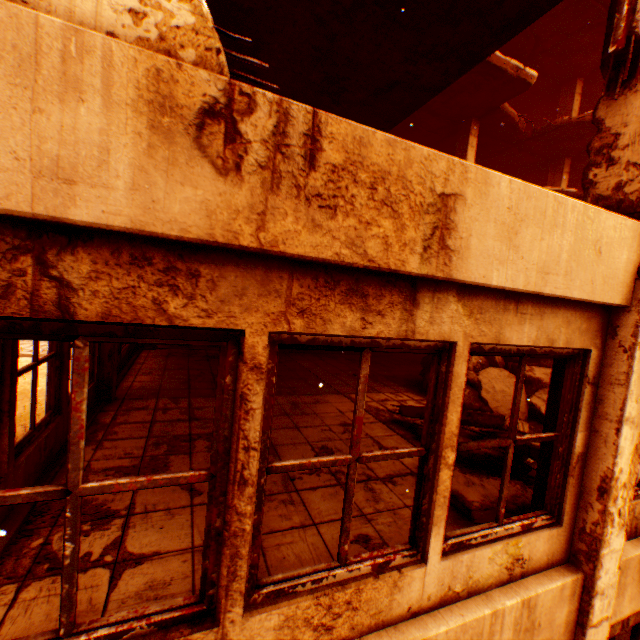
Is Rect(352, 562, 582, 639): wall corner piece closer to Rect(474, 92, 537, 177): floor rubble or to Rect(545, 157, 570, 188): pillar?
Rect(474, 92, 537, 177): floor rubble

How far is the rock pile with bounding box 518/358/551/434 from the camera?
6.2m

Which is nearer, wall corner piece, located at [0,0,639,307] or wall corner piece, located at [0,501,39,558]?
wall corner piece, located at [0,0,639,307]

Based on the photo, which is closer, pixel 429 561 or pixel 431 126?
pixel 429 561

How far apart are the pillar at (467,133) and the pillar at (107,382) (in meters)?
10.19

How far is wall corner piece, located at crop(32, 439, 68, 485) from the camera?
3.25m

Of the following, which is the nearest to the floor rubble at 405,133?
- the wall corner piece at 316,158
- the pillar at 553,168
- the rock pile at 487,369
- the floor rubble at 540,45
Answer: the pillar at 553,168

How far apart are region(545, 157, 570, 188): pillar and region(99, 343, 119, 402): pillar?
14.9m
